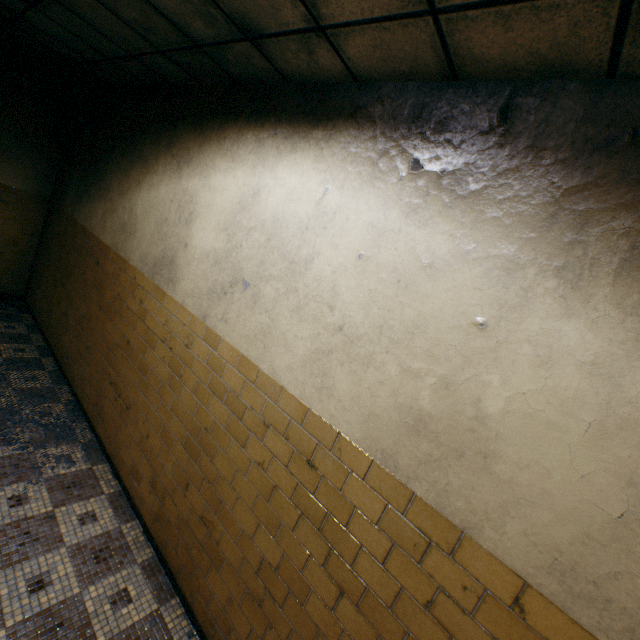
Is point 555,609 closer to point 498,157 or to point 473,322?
point 473,322
